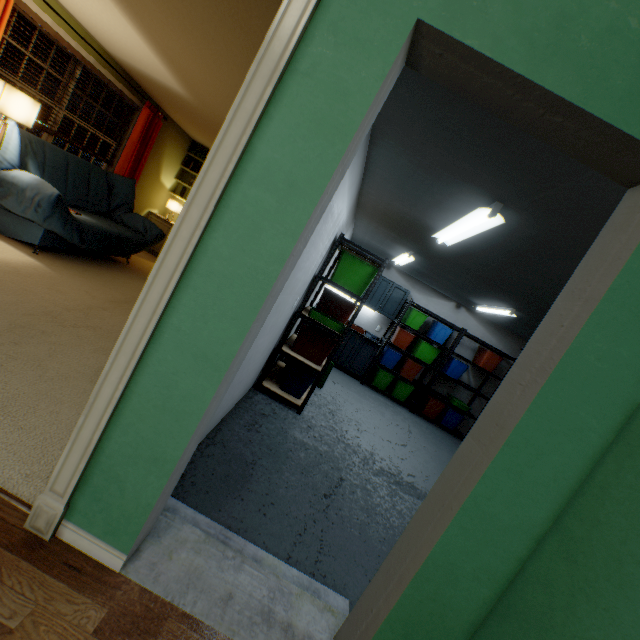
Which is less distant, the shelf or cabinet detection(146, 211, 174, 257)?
the shelf

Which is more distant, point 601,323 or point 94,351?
point 94,351

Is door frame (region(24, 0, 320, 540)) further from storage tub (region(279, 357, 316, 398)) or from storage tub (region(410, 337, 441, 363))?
storage tub (region(410, 337, 441, 363))

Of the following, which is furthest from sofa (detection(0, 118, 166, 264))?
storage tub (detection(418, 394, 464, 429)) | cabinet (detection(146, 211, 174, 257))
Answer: storage tub (detection(418, 394, 464, 429))

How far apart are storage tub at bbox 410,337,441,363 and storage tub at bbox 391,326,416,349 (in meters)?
0.08

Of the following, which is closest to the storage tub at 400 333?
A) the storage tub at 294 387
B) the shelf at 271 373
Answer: the shelf at 271 373

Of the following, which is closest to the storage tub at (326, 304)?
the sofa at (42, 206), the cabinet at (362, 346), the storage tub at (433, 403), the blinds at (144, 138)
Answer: the cabinet at (362, 346)

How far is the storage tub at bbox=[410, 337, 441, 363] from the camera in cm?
646
